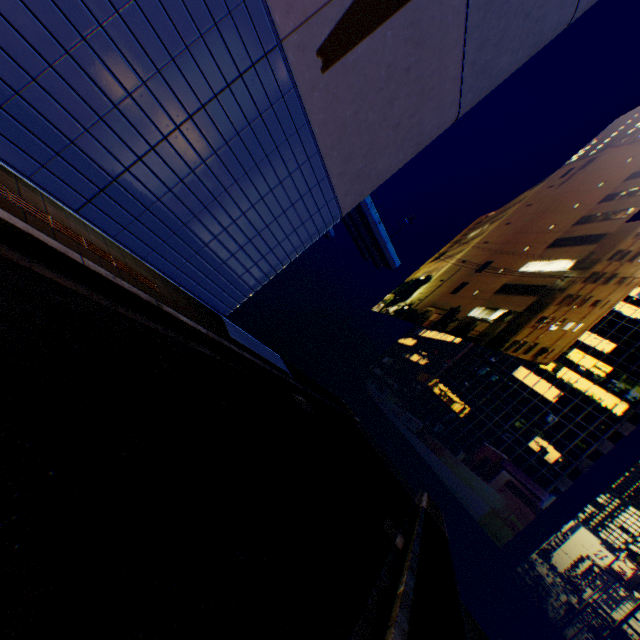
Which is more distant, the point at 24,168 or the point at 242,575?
the point at 24,168
